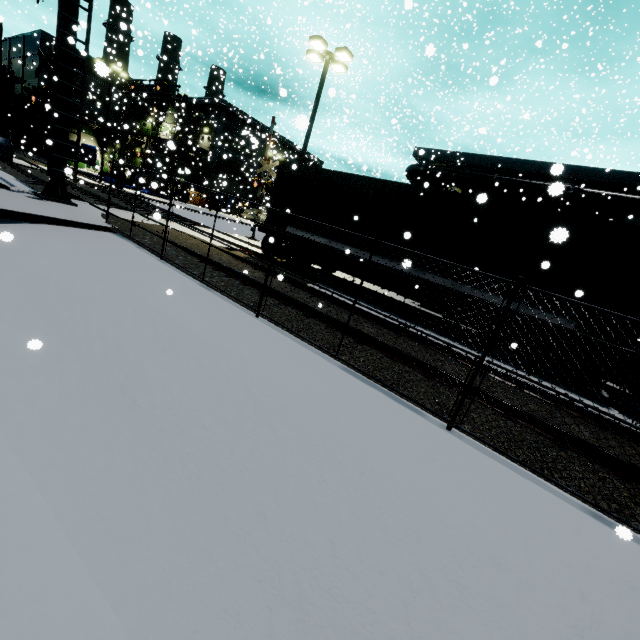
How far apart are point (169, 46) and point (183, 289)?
37.43m

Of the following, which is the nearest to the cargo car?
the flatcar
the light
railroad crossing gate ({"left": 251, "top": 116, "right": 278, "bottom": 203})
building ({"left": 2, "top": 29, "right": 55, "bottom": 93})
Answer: building ({"left": 2, "top": 29, "right": 55, "bottom": 93})

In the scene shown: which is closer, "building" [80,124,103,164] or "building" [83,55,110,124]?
"building" [83,55,110,124]

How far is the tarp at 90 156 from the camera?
32.4m

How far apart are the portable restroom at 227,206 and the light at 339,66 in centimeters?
3064cm

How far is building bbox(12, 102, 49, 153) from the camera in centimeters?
4316cm

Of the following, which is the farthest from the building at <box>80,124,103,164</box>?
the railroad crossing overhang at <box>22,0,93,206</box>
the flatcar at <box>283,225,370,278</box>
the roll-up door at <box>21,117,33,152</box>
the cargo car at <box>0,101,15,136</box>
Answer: the railroad crossing overhang at <box>22,0,93,206</box>

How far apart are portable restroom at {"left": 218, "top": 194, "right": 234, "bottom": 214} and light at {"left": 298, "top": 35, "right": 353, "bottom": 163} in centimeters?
3064cm
